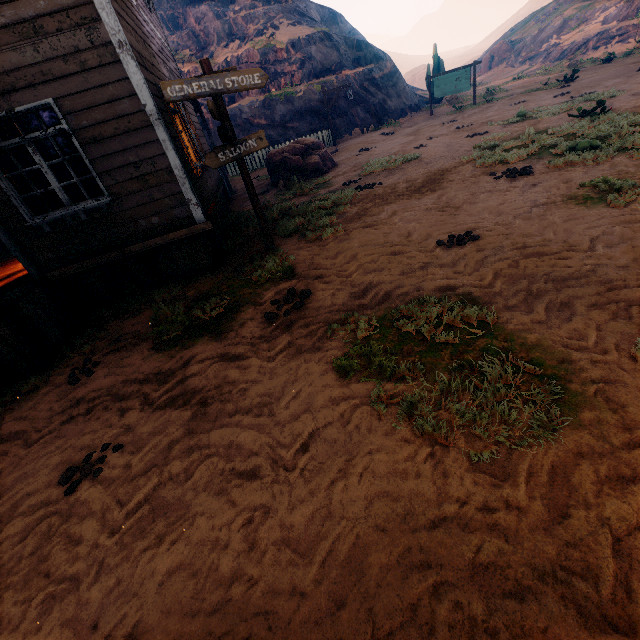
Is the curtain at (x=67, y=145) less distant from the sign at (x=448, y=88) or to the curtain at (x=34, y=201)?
the curtain at (x=34, y=201)

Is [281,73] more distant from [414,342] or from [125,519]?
[125,519]

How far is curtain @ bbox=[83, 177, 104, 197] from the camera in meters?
5.5

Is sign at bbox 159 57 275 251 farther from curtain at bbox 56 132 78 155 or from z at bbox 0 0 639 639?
curtain at bbox 56 132 78 155

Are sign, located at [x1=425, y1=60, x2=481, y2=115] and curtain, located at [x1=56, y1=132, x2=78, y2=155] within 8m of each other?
no

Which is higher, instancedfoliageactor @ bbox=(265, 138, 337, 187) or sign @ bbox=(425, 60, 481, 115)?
sign @ bbox=(425, 60, 481, 115)

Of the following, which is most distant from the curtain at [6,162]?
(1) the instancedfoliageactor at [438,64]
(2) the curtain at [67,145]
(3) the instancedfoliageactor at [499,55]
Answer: (3) the instancedfoliageactor at [499,55]

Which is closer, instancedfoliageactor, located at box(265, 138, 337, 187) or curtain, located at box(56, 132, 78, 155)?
curtain, located at box(56, 132, 78, 155)
